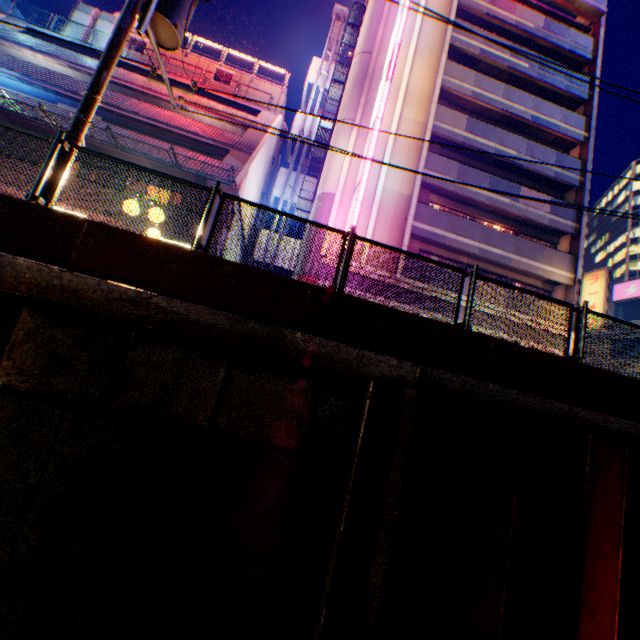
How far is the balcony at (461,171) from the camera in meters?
17.5

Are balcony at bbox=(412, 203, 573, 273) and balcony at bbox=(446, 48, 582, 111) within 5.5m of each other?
no

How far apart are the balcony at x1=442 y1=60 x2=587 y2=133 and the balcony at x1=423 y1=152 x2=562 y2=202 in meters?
5.1 m

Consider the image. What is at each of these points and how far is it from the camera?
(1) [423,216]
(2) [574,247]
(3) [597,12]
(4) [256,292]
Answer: (1) balcony, 16.9m
(2) concrete block, 18.6m
(3) concrete block, 21.2m
(4) concrete block, 4.4m

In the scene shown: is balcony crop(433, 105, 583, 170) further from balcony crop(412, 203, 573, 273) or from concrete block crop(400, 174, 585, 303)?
balcony crop(412, 203, 573, 273)

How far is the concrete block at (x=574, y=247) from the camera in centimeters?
1670cm

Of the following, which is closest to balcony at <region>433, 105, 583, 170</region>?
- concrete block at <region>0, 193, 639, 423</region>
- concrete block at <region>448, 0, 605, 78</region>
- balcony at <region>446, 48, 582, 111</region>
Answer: concrete block at <region>448, 0, 605, 78</region>

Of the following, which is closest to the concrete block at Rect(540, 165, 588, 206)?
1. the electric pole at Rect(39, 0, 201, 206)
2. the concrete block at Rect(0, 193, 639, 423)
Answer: the electric pole at Rect(39, 0, 201, 206)
